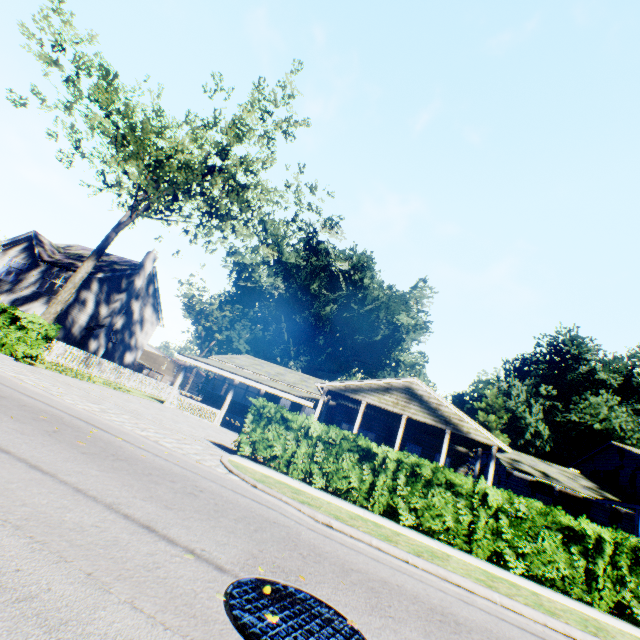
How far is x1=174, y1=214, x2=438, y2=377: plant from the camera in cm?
5038

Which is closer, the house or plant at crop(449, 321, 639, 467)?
the house

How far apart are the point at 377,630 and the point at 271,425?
7.51m

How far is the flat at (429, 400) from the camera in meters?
18.3 m

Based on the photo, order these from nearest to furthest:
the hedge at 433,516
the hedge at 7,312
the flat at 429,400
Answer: the hedge at 433,516, the hedge at 7,312, the flat at 429,400

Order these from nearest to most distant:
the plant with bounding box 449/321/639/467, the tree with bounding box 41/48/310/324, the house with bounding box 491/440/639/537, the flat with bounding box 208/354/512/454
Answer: the tree with bounding box 41/48/310/324 < the flat with bounding box 208/354/512/454 < the house with bounding box 491/440/639/537 < the plant with bounding box 449/321/639/467

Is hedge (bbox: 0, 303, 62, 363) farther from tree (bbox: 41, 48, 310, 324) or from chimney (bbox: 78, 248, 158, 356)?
chimney (bbox: 78, 248, 158, 356)

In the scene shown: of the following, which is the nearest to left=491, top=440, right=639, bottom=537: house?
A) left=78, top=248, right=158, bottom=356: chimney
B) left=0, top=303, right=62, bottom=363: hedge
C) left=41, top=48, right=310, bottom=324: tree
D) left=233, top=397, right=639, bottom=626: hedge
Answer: left=233, top=397, right=639, bottom=626: hedge
